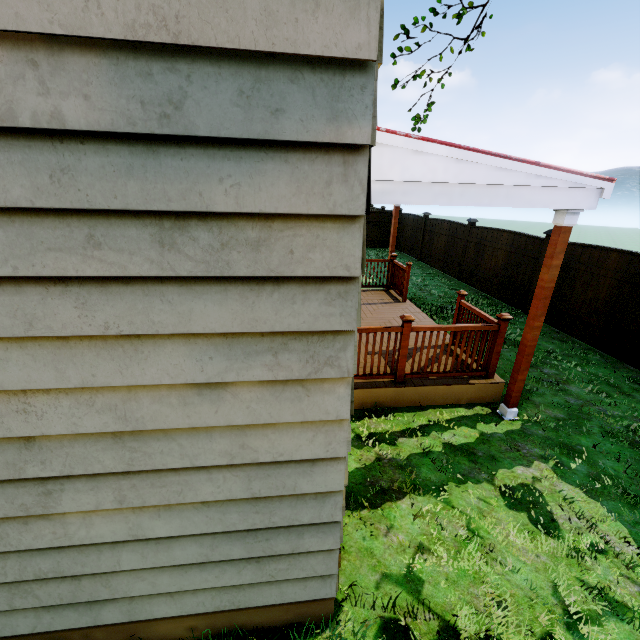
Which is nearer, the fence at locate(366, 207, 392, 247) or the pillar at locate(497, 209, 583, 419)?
the pillar at locate(497, 209, 583, 419)

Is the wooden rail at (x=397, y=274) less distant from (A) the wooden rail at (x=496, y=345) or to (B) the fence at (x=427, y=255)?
(A) the wooden rail at (x=496, y=345)

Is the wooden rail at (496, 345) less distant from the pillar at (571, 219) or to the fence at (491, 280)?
the pillar at (571, 219)

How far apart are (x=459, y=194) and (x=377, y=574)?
3.6 meters

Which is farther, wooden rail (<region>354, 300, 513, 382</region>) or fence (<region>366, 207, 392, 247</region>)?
fence (<region>366, 207, 392, 247</region>)

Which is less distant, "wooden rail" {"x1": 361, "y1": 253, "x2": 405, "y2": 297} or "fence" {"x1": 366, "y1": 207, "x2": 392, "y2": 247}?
"wooden rail" {"x1": 361, "y1": 253, "x2": 405, "y2": 297}

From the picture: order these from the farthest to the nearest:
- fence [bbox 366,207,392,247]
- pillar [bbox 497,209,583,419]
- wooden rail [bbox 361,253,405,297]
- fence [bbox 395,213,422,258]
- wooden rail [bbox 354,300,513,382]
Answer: fence [bbox 366,207,392,247]
fence [bbox 395,213,422,258]
wooden rail [bbox 361,253,405,297]
wooden rail [bbox 354,300,513,382]
pillar [bbox 497,209,583,419]

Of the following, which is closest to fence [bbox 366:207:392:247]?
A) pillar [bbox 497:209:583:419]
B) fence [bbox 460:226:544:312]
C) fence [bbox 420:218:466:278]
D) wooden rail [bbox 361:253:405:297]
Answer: fence [bbox 420:218:466:278]
